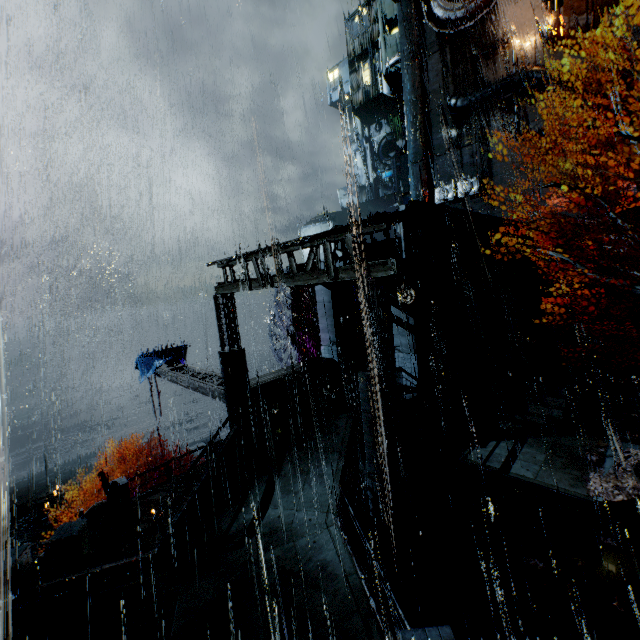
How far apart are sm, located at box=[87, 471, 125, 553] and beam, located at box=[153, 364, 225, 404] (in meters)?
5.09

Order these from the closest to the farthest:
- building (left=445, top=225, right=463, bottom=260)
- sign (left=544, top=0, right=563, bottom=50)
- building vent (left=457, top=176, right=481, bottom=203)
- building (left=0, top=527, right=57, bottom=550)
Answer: building (left=445, top=225, right=463, bottom=260) < building (left=0, top=527, right=57, bottom=550) < sign (left=544, top=0, right=563, bottom=50) < building vent (left=457, top=176, right=481, bottom=203)

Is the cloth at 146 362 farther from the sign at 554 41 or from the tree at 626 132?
the sign at 554 41

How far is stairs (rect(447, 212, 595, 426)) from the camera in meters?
15.3 m

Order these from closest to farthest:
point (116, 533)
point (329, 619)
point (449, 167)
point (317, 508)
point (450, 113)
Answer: point (329, 619) < point (317, 508) < point (116, 533) < point (450, 113) < point (449, 167)

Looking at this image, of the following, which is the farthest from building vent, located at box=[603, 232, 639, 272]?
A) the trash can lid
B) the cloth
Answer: the cloth

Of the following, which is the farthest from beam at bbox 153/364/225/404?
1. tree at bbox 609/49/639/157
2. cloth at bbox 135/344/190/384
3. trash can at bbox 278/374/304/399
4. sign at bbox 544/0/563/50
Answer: sign at bbox 544/0/563/50

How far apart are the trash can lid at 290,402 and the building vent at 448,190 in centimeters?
2691cm
